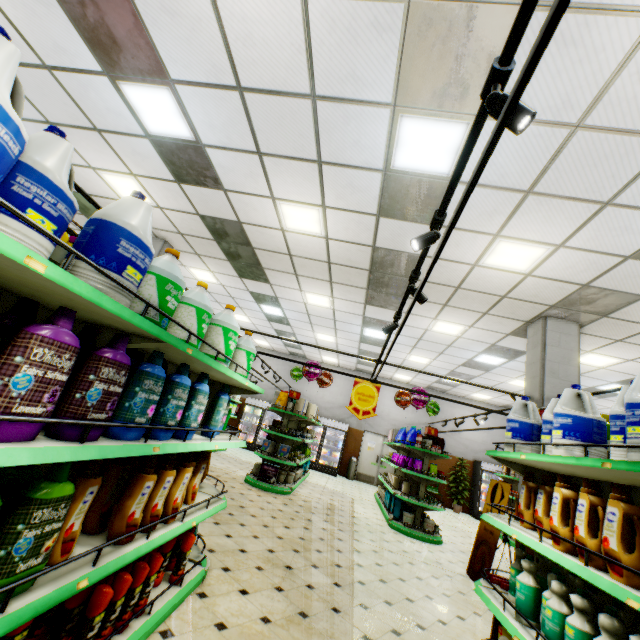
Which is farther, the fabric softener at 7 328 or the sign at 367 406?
the sign at 367 406

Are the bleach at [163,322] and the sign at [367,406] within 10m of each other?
yes

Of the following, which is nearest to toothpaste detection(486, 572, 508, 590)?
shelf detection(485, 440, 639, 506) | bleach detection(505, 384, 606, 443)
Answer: shelf detection(485, 440, 639, 506)

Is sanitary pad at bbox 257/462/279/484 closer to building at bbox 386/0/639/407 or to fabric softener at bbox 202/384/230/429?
building at bbox 386/0/639/407

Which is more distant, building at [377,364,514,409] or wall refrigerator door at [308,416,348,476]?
wall refrigerator door at [308,416,348,476]

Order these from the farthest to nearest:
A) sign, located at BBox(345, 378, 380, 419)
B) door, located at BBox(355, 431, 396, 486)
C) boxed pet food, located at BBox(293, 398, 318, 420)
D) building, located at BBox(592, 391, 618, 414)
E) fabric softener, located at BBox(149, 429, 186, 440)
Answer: door, located at BBox(355, 431, 396, 486)
building, located at BBox(592, 391, 618, 414)
boxed pet food, located at BBox(293, 398, 318, 420)
sign, located at BBox(345, 378, 380, 419)
fabric softener, located at BBox(149, 429, 186, 440)

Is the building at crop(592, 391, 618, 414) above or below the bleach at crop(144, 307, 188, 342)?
above

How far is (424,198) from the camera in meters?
4.5 m
